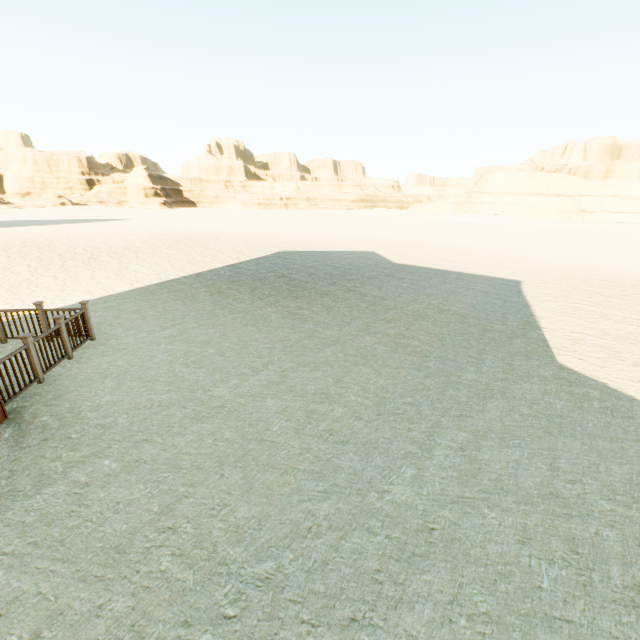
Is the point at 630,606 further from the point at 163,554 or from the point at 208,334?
the point at 208,334
